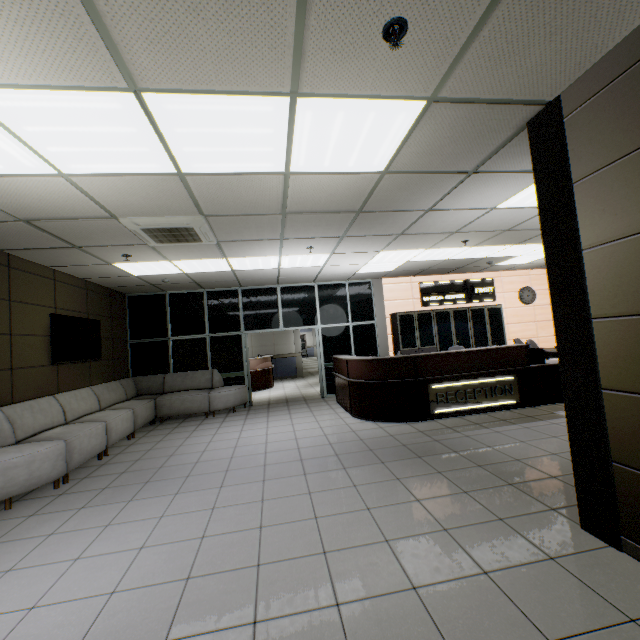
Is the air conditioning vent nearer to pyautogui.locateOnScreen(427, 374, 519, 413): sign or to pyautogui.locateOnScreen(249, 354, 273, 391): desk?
pyautogui.locateOnScreen(427, 374, 519, 413): sign

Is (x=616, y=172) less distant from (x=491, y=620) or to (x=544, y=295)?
(x=491, y=620)

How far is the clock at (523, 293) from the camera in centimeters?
1009cm

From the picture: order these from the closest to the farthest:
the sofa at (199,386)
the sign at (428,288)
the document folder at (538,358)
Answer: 1. the sofa at (199,386)
2. the document folder at (538,358)
3. the sign at (428,288)

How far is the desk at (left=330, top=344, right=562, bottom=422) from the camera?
5.8 meters

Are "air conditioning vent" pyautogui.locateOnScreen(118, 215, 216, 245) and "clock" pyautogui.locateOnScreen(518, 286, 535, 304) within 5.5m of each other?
no

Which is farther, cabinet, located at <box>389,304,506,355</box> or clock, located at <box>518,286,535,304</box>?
clock, located at <box>518,286,535,304</box>

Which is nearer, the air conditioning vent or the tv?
the air conditioning vent
